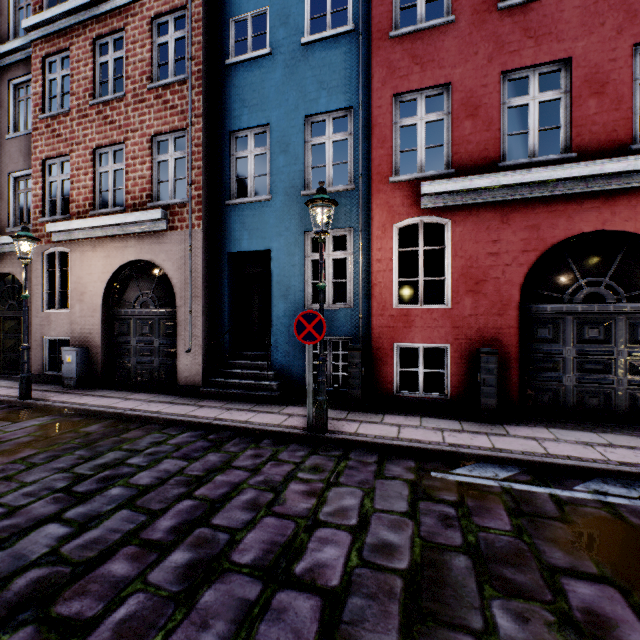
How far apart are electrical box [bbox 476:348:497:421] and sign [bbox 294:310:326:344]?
2.88m

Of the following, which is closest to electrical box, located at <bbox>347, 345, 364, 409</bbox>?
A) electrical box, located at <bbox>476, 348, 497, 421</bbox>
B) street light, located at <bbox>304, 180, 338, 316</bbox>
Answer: street light, located at <bbox>304, 180, 338, 316</bbox>

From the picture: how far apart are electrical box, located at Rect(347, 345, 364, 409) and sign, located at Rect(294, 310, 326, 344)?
1.54m

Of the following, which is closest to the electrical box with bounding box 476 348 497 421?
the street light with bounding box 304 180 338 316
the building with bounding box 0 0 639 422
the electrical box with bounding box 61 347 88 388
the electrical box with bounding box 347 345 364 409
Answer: the building with bounding box 0 0 639 422

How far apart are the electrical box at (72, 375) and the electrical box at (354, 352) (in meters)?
7.19

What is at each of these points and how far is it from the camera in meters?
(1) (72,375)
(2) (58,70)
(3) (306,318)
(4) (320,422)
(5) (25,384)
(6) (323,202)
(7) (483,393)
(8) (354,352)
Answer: (1) electrical box, 8.5 m
(2) building, 9.3 m
(3) sign, 5.1 m
(4) street light, 5.0 m
(5) street light, 7.2 m
(6) street light, 4.9 m
(7) electrical box, 5.7 m
(8) electrical box, 6.4 m

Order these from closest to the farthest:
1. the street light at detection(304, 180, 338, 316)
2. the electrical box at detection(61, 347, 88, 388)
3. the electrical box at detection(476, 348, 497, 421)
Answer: the street light at detection(304, 180, 338, 316) → the electrical box at detection(476, 348, 497, 421) → the electrical box at detection(61, 347, 88, 388)

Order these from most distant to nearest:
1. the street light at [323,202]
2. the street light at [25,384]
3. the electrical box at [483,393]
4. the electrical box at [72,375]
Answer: the electrical box at [72,375] → the street light at [25,384] → the electrical box at [483,393] → the street light at [323,202]
